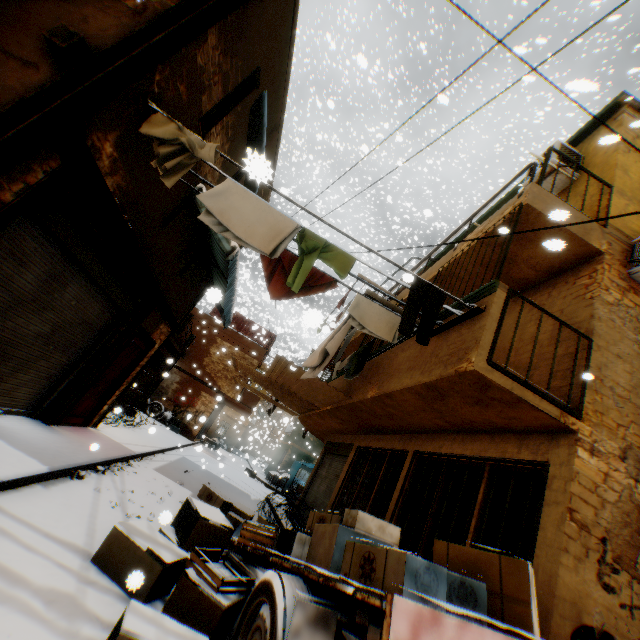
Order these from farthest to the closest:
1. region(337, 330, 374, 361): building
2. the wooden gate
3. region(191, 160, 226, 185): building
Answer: the wooden gate < region(337, 330, 374, 361): building < region(191, 160, 226, 185): building

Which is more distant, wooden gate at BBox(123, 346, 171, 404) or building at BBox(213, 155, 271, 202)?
wooden gate at BBox(123, 346, 171, 404)

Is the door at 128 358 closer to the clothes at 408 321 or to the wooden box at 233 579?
the clothes at 408 321

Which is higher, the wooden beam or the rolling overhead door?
→ the wooden beam

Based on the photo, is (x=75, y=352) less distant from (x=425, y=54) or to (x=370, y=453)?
(x=370, y=453)

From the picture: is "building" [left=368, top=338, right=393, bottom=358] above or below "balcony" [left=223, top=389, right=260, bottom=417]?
above

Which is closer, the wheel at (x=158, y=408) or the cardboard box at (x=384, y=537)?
the cardboard box at (x=384, y=537)

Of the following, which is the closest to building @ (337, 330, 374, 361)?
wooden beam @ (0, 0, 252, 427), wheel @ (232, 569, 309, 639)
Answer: wooden beam @ (0, 0, 252, 427)
